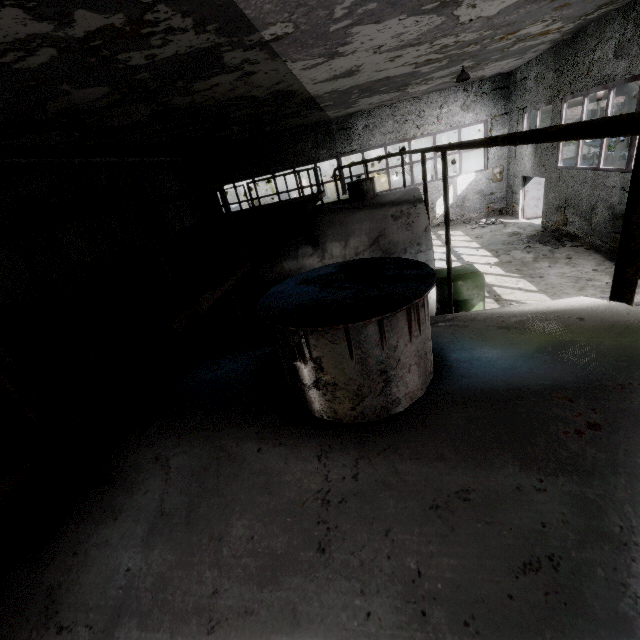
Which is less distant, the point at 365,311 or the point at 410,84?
the point at 365,311

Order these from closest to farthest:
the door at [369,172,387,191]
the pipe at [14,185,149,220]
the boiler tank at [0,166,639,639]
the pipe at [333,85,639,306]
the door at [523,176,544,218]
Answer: the boiler tank at [0,166,639,639], the pipe at [333,85,639,306], the pipe at [14,185,149,220], the door at [523,176,544,218], the door at [369,172,387,191]

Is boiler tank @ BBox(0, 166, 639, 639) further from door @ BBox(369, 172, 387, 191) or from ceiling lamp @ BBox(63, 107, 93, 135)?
door @ BBox(369, 172, 387, 191)

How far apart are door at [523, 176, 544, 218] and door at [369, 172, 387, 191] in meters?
25.0 m

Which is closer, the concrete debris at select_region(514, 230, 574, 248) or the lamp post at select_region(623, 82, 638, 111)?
the concrete debris at select_region(514, 230, 574, 248)

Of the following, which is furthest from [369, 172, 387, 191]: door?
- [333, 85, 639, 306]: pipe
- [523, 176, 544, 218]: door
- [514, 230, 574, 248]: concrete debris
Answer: [514, 230, 574, 248]: concrete debris

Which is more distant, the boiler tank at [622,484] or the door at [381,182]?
the door at [381,182]

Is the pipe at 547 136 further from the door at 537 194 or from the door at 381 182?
the door at 381 182
